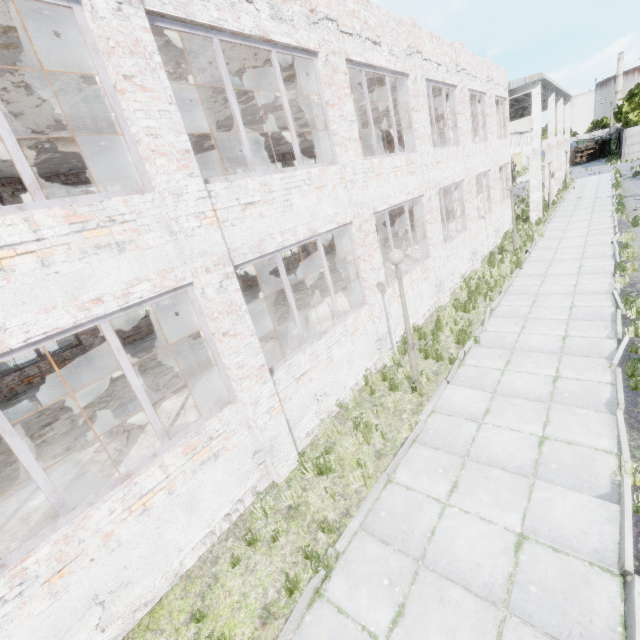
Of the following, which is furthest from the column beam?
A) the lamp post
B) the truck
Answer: the truck

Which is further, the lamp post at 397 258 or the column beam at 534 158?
the column beam at 534 158

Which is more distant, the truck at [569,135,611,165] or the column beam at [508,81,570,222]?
the truck at [569,135,611,165]

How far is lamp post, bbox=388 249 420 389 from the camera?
6.4m

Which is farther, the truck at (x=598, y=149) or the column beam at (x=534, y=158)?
the truck at (x=598, y=149)

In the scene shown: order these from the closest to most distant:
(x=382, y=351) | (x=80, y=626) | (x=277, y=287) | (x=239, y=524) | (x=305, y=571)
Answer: (x=80, y=626), (x=305, y=571), (x=239, y=524), (x=382, y=351), (x=277, y=287)

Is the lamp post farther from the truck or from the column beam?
the truck
